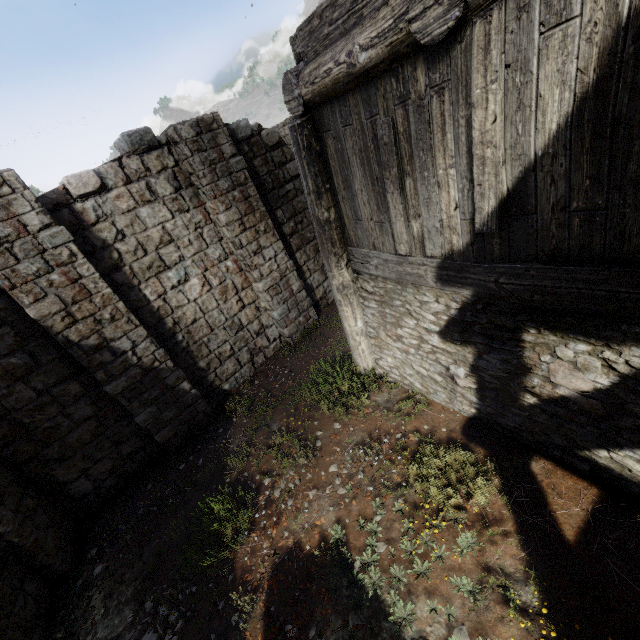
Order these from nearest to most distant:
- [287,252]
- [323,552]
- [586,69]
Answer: [586,69] < [323,552] < [287,252]
